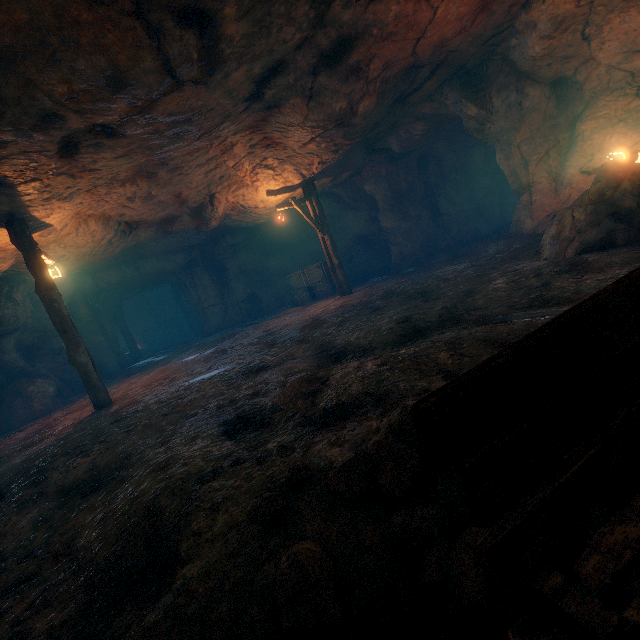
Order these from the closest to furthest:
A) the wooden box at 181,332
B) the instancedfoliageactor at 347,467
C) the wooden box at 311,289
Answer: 1. the instancedfoliageactor at 347,467
2. the wooden box at 311,289
3. the wooden box at 181,332

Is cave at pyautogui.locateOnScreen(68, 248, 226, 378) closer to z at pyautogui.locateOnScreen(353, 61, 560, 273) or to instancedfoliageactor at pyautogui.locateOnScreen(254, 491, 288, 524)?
z at pyautogui.locateOnScreen(353, 61, 560, 273)

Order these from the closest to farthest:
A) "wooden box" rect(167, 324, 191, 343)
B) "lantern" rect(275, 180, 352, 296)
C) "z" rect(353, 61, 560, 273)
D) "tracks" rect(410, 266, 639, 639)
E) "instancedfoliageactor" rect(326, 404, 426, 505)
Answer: "tracks" rect(410, 266, 639, 639), "instancedfoliageactor" rect(326, 404, 426, 505), "z" rect(353, 61, 560, 273), "lantern" rect(275, 180, 352, 296), "wooden box" rect(167, 324, 191, 343)

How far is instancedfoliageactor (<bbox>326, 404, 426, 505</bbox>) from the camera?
1.5 meters

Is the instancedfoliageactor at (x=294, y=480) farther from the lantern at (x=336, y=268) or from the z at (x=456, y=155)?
the lantern at (x=336, y=268)

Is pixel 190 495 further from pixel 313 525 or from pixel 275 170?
pixel 275 170

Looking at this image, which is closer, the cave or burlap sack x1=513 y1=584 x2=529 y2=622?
burlap sack x1=513 y1=584 x2=529 y2=622

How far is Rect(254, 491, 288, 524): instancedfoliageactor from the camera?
1.59m
